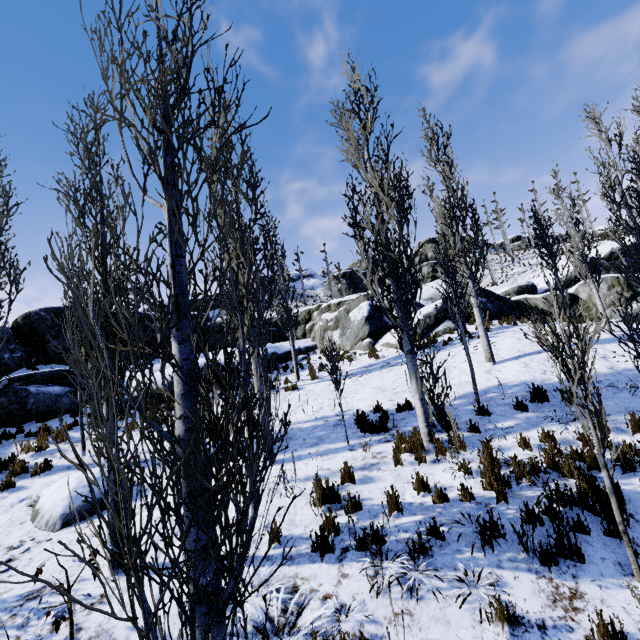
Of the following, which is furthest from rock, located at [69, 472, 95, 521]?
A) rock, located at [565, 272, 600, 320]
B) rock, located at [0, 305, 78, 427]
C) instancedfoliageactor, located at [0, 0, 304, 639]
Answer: rock, located at [565, 272, 600, 320]

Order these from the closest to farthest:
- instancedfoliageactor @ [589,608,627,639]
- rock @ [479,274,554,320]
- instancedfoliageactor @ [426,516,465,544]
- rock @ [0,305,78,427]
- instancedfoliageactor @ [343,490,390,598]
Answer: instancedfoliageactor @ [589,608,627,639], instancedfoliageactor @ [343,490,390,598], instancedfoliageactor @ [426,516,465,544], rock @ [0,305,78,427], rock @ [479,274,554,320]

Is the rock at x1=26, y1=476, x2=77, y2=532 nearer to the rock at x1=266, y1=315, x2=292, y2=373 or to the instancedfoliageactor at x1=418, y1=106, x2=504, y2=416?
the instancedfoliageactor at x1=418, y1=106, x2=504, y2=416

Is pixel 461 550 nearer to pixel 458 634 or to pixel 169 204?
pixel 458 634

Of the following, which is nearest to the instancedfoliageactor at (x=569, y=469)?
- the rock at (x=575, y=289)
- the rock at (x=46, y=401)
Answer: the rock at (x=46, y=401)

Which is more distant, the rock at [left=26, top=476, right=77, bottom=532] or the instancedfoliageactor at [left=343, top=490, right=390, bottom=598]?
the rock at [left=26, top=476, right=77, bottom=532]

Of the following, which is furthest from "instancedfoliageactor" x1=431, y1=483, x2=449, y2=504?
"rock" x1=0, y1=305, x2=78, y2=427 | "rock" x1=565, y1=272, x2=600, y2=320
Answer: "rock" x1=565, y1=272, x2=600, y2=320

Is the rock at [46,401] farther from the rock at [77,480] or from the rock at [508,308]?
the rock at [77,480]
